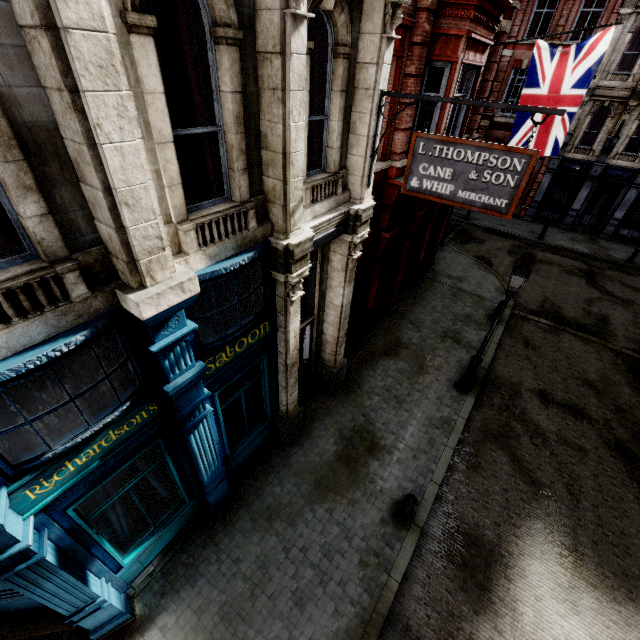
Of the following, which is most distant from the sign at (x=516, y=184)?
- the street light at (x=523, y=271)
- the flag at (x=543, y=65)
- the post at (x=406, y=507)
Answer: the flag at (x=543, y=65)

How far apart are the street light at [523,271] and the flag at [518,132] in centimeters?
515cm

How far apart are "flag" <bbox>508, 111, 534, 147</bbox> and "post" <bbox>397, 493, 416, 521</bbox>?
10.9 meters

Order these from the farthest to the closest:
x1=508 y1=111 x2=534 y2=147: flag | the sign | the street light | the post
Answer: x1=508 y1=111 x2=534 y2=147: flag < the street light < the post < the sign

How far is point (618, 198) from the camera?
21.72m

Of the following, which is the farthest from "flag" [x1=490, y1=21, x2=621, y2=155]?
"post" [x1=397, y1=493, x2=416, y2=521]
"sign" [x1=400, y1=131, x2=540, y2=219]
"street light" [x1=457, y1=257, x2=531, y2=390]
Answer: "post" [x1=397, y1=493, x2=416, y2=521]

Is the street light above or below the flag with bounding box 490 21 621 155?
below

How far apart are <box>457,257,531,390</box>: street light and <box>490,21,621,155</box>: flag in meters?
5.1 m
